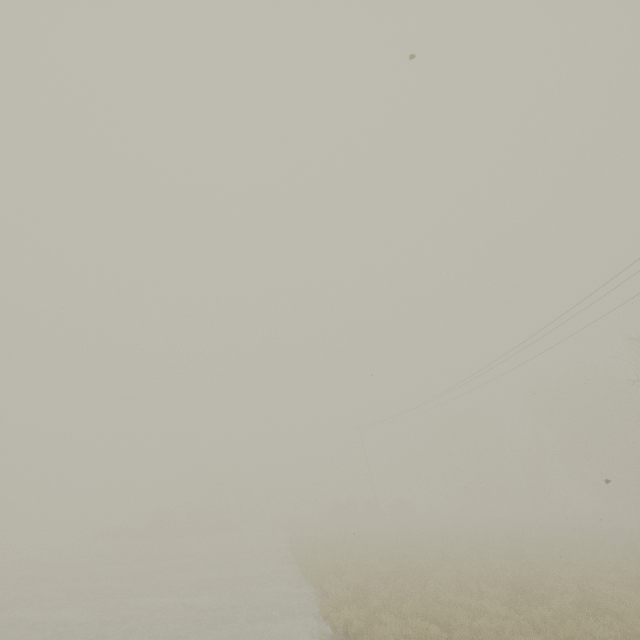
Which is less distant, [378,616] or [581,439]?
[378,616]
